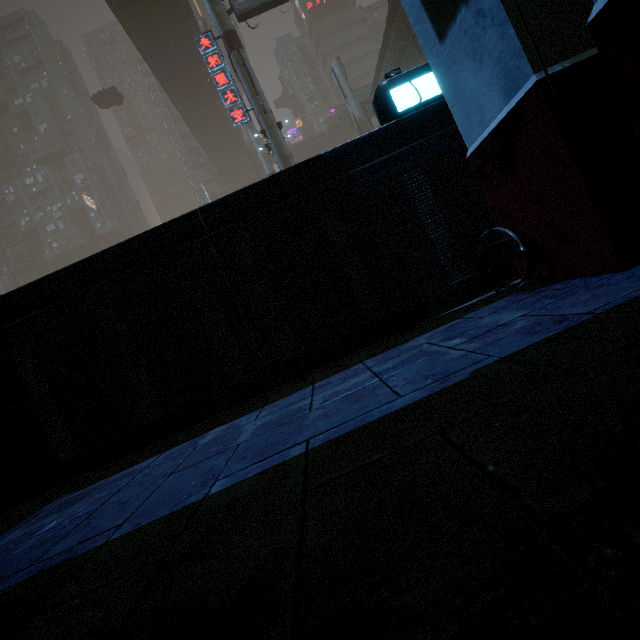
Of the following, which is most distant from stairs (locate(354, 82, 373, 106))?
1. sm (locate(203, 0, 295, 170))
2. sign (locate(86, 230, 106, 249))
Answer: sign (locate(86, 230, 106, 249))

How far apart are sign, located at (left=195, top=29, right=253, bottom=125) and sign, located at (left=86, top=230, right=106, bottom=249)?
47.5m

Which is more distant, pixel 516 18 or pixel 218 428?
pixel 218 428

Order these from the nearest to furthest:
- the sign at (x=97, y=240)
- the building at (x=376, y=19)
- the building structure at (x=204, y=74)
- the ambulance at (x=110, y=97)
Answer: the building structure at (x=204, y=74), the ambulance at (x=110, y=97), the sign at (x=97, y=240), the building at (x=376, y=19)

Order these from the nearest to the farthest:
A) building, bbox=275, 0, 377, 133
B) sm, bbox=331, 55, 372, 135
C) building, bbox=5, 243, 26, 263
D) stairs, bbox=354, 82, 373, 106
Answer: stairs, bbox=354, 82, 373, 106 < sm, bbox=331, 55, 372, 135 < building, bbox=275, 0, 377, 133 < building, bbox=5, 243, 26, 263

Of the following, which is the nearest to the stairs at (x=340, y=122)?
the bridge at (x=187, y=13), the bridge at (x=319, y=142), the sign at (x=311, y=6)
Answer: the bridge at (x=319, y=142)

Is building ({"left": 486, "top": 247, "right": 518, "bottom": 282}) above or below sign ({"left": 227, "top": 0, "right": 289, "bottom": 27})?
below

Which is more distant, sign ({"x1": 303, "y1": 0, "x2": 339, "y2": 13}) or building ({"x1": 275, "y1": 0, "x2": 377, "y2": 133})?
building ({"x1": 275, "y1": 0, "x2": 377, "y2": 133})
